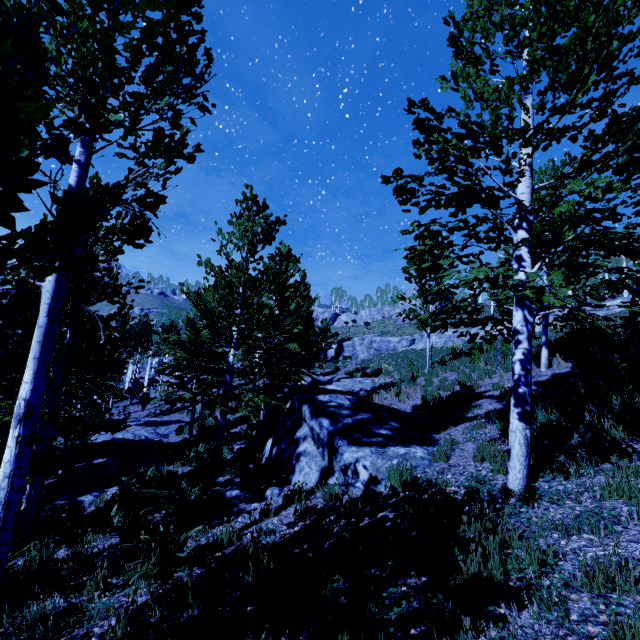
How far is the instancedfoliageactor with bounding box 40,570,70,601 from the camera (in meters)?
4.24

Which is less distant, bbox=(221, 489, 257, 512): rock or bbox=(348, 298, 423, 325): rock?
bbox=(221, 489, 257, 512): rock

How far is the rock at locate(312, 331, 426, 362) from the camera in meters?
33.3 m

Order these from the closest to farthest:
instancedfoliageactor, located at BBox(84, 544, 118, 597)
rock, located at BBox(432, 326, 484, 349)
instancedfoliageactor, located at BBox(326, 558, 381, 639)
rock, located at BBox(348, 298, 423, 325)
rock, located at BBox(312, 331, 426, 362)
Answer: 1. instancedfoliageactor, located at BBox(326, 558, 381, 639)
2. instancedfoliageactor, located at BBox(84, 544, 118, 597)
3. rock, located at BBox(432, 326, 484, 349)
4. rock, located at BBox(312, 331, 426, 362)
5. rock, located at BBox(348, 298, 423, 325)

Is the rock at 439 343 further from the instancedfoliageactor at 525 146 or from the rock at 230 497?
the rock at 230 497

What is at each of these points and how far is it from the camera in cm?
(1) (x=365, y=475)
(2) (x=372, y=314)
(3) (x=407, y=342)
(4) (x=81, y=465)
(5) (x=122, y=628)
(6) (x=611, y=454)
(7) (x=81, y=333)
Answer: (1) rock, 550
(2) rock, 5556
(3) rock, 3366
(4) rock, 1306
(5) instancedfoliageactor, 309
(6) instancedfoliageactor, 436
(7) instancedfoliageactor, 896

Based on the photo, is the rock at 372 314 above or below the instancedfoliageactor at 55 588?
above

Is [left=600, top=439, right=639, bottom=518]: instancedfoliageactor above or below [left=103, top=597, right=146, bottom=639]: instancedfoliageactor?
above
